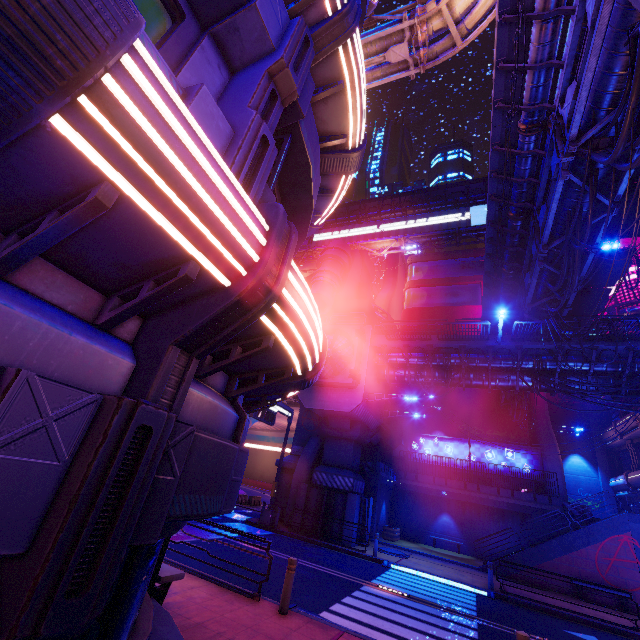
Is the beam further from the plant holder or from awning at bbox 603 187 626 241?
awning at bbox 603 187 626 241

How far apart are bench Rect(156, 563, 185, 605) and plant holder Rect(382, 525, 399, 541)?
22.1m

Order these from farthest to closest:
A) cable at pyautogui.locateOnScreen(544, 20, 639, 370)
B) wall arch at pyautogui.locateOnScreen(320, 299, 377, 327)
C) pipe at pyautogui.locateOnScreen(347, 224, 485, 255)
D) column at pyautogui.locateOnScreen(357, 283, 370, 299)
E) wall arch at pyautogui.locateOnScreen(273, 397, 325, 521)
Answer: pipe at pyautogui.locateOnScreen(347, 224, 485, 255) → column at pyautogui.locateOnScreen(357, 283, 370, 299) → wall arch at pyautogui.locateOnScreen(320, 299, 377, 327) → wall arch at pyautogui.locateOnScreen(273, 397, 325, 521) → cable at pyautogui.locateOnScreen(544, 20, 639, 370)

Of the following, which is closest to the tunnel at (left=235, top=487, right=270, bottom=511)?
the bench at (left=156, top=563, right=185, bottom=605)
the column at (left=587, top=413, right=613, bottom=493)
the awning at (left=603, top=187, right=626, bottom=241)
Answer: the bench at (left=156, top=563, right=185, bottom=605)

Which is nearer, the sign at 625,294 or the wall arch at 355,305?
the sign at 625,294

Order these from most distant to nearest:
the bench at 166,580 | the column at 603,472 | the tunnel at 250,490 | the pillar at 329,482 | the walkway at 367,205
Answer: the walkway at 367,205
the column at 603,472
the tunnel at 250,490
the pillar at 329,482
the bench at 166,580

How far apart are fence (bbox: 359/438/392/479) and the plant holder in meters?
3.3 m

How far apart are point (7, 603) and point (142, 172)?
2.1m
